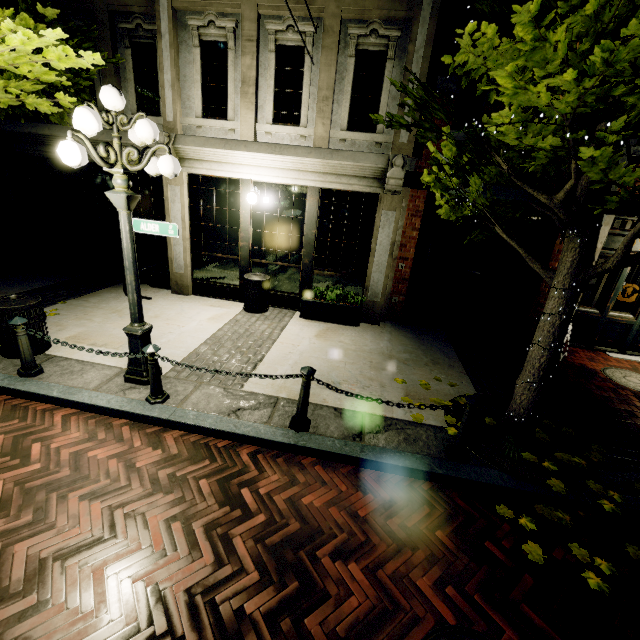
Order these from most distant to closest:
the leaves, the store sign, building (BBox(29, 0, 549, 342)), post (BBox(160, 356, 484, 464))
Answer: the store sign < building (BBox(29, 0, 549, 342)) < post (BBox(160, 356, 484, 464)) < the leaves

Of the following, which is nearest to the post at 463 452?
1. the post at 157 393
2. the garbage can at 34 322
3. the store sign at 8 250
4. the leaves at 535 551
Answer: the post at 157 393

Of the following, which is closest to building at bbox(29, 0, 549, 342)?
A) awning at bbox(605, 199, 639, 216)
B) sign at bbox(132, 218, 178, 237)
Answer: awning at bbox(605, 199, 639, 216)

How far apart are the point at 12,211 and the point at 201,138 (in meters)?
6.25

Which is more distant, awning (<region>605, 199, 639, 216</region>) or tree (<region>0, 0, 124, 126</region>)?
awning (<region>605, 199, 639, 216</region>)

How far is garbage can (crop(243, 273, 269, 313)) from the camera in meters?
7.4

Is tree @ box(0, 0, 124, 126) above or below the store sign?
above

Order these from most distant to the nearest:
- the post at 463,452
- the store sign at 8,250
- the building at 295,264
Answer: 1. the store sign at 8,250
2. the building at 295,264
3. the post at 463,452
